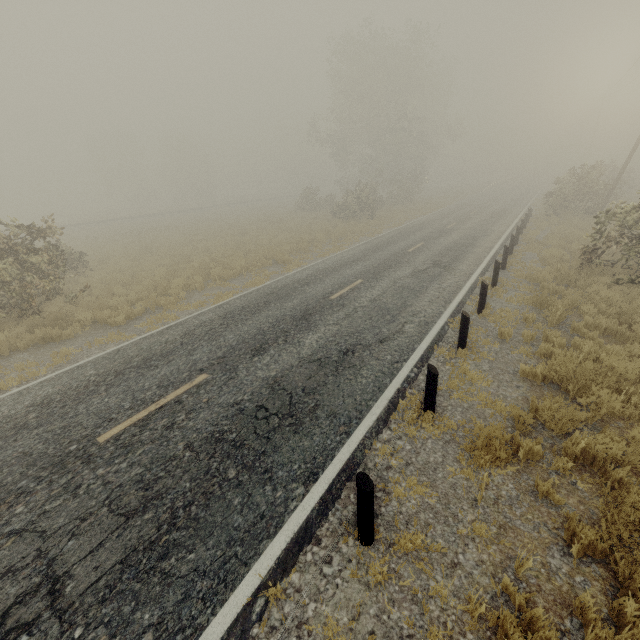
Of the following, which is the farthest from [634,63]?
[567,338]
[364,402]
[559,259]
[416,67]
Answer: [364,402]

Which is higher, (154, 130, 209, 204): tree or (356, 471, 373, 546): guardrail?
(154, 130, 209, 204): tree

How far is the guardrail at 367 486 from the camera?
3.5m

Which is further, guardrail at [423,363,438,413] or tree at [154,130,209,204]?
tree at [154,130,209,204]

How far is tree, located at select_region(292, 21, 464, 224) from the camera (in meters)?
32.22

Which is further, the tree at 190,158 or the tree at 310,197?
the tree at 190,158

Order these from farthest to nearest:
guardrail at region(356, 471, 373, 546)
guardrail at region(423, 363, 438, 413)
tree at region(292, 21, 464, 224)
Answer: tree at region(292, 21, 464, 224) < guardrail at region(423, 363, 438, 413) < guardrail at region(356, 471, 373, 546)

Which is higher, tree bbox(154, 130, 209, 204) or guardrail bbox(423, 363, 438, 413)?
tree bbox(154, 130, 209, 204)
